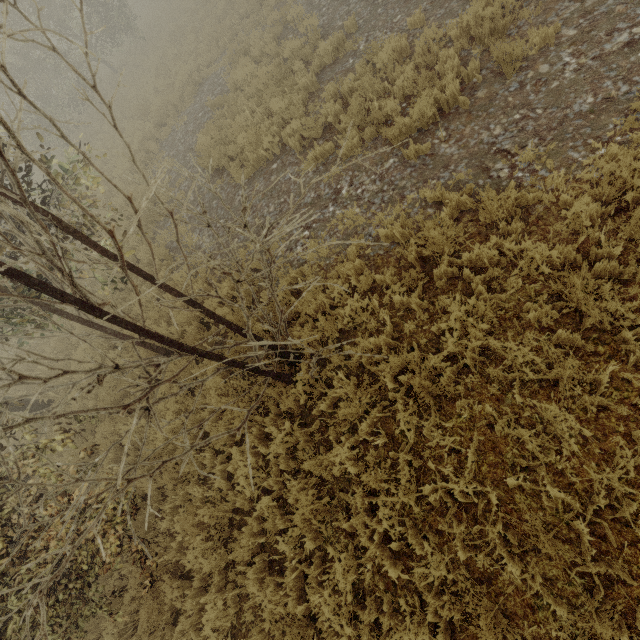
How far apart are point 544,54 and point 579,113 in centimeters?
166cm
